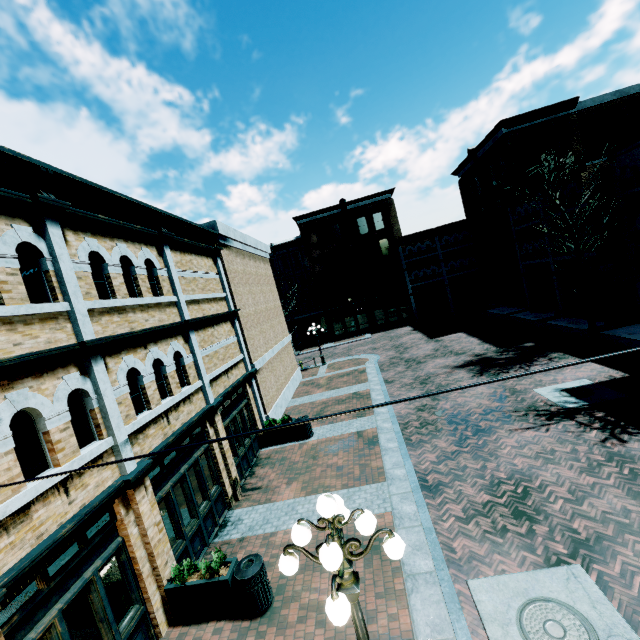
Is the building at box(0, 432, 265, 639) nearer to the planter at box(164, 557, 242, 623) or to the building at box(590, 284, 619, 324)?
the planter at box(164, 557, 242, 623)

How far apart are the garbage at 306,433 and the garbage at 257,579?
6.8m

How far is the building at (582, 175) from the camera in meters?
17.6 m

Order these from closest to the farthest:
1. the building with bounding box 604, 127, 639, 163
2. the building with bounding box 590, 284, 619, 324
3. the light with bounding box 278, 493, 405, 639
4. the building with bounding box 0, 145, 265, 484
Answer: the light with bounding box 278, 493, 405, 639, the building with bounding box 0, 145, 265, 484, the building with bounding box 604, 127, 639, 163, the building with bounding box 590, 284, 619, 324

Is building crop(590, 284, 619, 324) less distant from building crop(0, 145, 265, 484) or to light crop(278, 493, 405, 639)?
building crop(0, 145, 265, 484)

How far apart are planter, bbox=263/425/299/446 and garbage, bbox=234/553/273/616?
6.9m

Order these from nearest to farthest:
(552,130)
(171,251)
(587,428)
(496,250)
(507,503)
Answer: (507,503) < (587,428) < (171,251) < (552,130) < (496,250)

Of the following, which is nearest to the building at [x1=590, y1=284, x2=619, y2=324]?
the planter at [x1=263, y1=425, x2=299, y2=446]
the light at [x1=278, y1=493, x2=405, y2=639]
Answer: the planter at [x1=263, y1=425, x2=299, y2=446]
